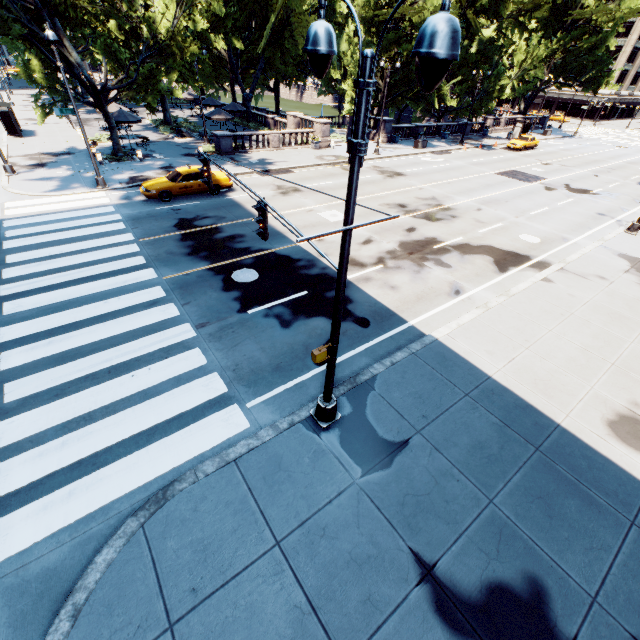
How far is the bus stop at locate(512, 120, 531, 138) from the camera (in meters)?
44.78

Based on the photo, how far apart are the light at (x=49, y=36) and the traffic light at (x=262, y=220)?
17.00m

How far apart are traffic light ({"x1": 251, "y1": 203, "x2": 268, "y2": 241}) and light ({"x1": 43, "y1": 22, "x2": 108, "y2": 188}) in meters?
17.0

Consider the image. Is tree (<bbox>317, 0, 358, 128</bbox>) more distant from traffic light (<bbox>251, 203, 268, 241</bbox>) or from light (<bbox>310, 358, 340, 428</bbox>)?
traffic light (<bbox>251, 203, 268, 241</bbox>)

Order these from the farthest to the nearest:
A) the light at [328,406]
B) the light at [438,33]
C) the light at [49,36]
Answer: the light at [49,36], the light at [328,406], the light at [438,33]

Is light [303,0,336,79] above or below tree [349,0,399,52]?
below

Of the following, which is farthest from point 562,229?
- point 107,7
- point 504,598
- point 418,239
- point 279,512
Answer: point 107,7

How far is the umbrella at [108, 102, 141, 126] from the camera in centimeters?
2586cm
